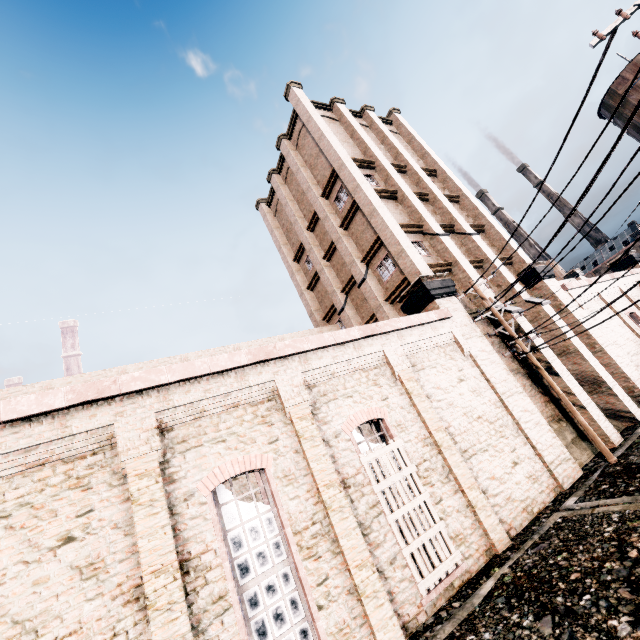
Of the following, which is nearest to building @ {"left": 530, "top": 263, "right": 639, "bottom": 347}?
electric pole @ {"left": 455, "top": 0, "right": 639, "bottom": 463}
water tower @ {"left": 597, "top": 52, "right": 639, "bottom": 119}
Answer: electric pole @ {"left": 455, "top": 0, "right": 639, "bottom": 463}

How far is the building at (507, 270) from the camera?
19.8m

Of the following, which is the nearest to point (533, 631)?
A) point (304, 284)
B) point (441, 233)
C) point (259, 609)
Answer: point (259, 609)

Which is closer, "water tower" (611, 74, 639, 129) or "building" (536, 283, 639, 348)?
"building" (536, 283, 639, 348)

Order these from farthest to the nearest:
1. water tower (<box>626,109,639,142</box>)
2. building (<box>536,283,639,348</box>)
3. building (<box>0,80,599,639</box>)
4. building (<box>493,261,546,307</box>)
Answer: water tower (<box>626,109,639,142</box>), building (<box>493,261,546,307</box>), building (<box>536,283,639,348</box>), building (<box>0,80,599,639</box>)

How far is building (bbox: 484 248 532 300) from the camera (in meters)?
19.80

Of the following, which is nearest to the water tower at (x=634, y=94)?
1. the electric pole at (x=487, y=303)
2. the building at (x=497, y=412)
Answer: the building at (x=497, y=412)
